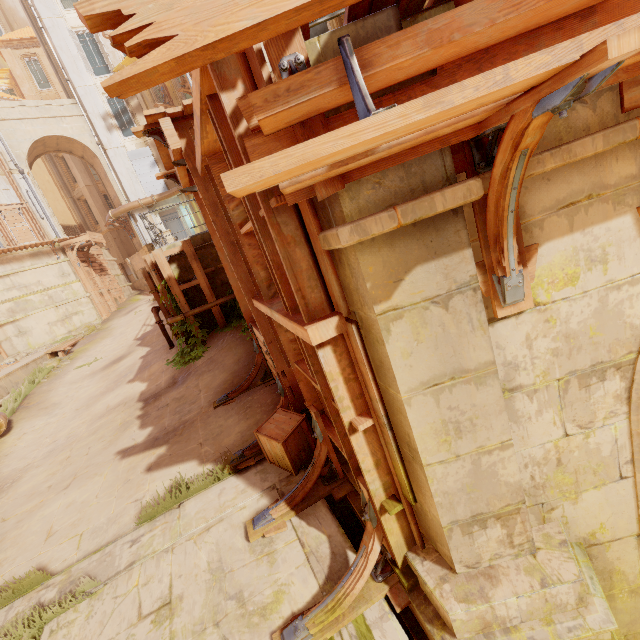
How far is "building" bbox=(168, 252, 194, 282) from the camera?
9.1m

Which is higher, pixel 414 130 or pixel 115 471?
pixel 414 130

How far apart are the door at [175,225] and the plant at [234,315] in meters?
19.3 m

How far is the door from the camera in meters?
26.1 m

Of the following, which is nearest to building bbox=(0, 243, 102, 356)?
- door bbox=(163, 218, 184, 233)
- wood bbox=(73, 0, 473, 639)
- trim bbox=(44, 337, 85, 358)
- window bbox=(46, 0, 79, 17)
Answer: wood bbox=(73, 0, 473, 639)

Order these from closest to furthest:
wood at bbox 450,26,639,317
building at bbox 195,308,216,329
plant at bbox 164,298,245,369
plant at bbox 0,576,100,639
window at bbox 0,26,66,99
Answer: wood at bbox 450,26,639,317 → plant at bbox 0,576,100,639 → plant at bbox 164,298,245,369 → building at bbox 195,308,216,329 → window at bbox 0,26,66,99

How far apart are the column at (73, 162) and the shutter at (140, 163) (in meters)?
9.09

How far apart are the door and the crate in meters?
25.2 m
